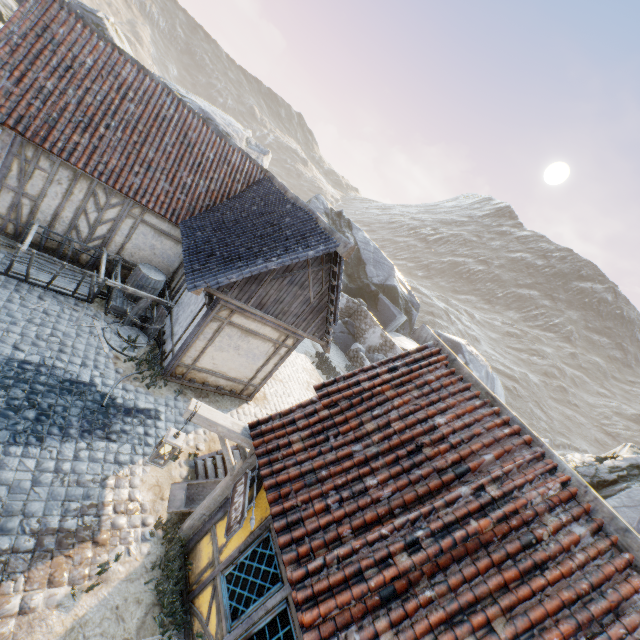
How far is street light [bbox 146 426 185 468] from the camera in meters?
4.8 m

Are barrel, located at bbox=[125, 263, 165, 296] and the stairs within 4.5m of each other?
no

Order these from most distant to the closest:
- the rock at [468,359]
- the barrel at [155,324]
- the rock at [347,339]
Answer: the rock at [468,359] < the rock at [347,339] < the barrel at [155,324]

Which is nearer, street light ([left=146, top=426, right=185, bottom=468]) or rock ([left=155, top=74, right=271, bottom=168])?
street light ([left=146, top=426, right=185, bottom=468])

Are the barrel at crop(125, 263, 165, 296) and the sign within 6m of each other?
no

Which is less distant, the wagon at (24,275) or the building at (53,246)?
the wagon at (24,275)

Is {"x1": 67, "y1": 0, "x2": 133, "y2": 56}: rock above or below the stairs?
above

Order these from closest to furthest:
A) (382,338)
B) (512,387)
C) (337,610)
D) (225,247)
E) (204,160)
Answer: (337,610)
(225,247)
(204,160)
(382,338)
(512,387)
